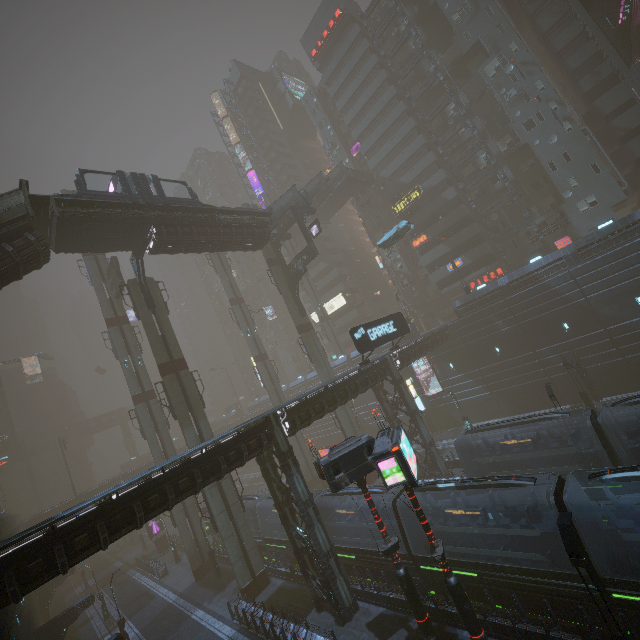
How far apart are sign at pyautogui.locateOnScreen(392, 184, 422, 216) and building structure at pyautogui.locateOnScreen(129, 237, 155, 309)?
36.52m

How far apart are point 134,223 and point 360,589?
29.0 meters

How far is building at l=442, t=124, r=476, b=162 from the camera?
44.2 meters

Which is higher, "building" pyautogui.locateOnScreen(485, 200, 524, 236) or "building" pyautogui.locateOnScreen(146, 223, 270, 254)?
"building" pyautogui.locateOnScreen(146, 223, 270, 254)

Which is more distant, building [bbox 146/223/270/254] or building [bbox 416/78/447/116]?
building [bbox 416/78/447/116]

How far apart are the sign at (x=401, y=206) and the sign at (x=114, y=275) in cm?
3803

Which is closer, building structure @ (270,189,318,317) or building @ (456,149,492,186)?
building structure @ (270,189,318,317)

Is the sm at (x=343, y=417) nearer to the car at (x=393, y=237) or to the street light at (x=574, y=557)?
the car at (x=393, y=237)
